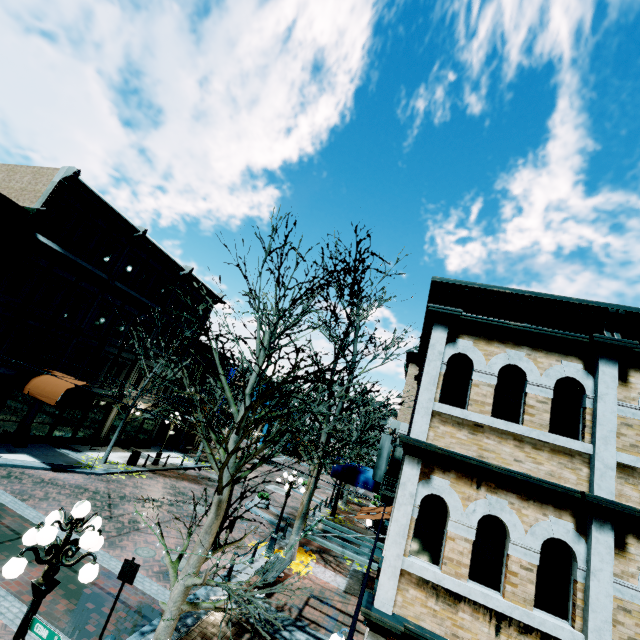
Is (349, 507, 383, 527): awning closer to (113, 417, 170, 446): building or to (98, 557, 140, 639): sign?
(113, 417, 170, 446): building

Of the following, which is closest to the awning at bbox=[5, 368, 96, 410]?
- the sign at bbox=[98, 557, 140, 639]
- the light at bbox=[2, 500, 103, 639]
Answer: the sign at bbox=[98, 557, 140, 639]

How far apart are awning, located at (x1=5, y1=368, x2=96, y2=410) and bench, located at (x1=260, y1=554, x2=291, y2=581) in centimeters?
1212cm

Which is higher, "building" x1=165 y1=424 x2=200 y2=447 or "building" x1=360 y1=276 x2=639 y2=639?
"building" x1=360 y1=276 x2=639 y2=639

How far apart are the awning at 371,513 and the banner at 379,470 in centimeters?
494cm

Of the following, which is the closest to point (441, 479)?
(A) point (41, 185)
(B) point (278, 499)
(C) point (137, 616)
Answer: (C) point (137, 616)

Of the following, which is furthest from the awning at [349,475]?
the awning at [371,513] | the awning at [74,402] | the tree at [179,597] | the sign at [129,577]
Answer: the sign at [129,577]
